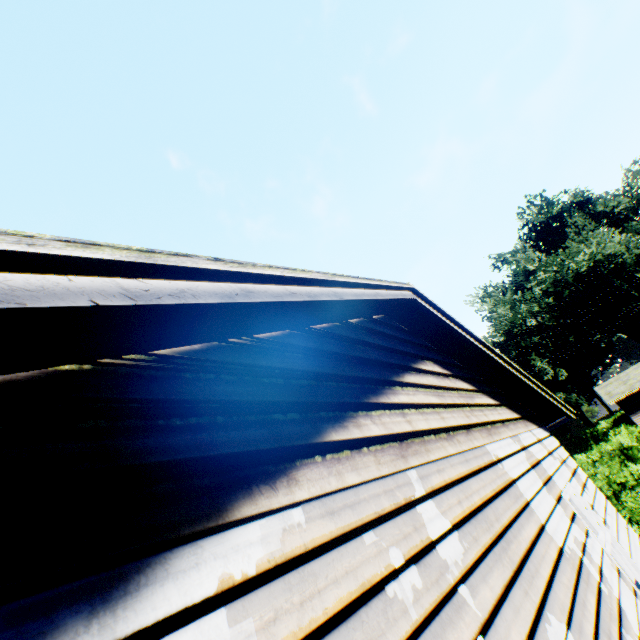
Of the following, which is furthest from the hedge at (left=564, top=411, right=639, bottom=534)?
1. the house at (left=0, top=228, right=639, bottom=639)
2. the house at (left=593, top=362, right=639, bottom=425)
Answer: the house at (left=0, top=228, right=639, bottom=639)

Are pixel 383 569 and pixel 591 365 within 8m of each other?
no

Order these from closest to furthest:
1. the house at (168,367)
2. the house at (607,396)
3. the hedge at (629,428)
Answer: the house at (168,367) < the hedge at (629,428) < the house at (607,396)

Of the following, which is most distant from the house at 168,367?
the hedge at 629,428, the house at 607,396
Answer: the house at 607,396

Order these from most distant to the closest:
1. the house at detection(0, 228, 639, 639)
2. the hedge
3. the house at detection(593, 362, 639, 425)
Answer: the house at detection(593, 362, 639, 425), the hedge, the house at detection(0, 228, 639, 639)

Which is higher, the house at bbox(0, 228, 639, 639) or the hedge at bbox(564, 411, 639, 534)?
the house at bbox(0, 228, 639, 639)
